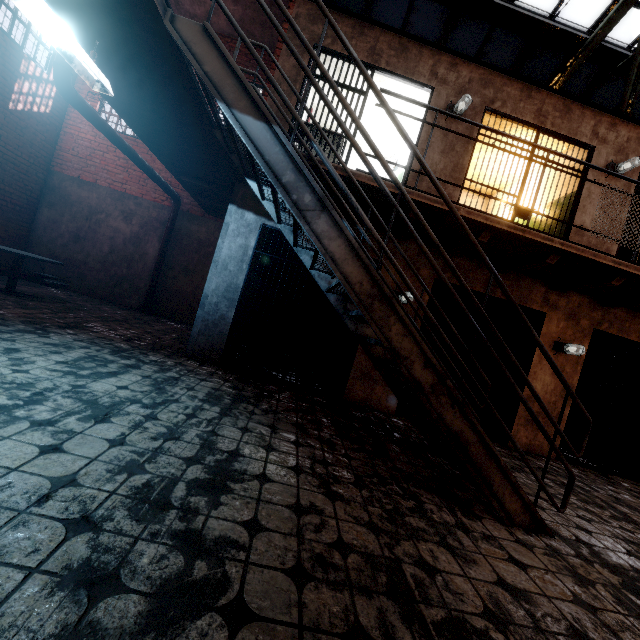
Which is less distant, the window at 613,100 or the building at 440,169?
the building at 440,169

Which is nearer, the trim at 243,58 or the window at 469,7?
the window at 469,7

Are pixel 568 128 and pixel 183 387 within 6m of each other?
A: no

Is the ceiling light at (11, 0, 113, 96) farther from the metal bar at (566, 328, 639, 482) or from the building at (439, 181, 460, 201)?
the metal bar at (566, 328, 639, 482)

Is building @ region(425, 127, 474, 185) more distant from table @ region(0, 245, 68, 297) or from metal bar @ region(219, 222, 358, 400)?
table @ region(0, 245, 68, 297)

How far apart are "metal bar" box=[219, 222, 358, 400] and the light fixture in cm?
329

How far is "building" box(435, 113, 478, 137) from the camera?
5.3 meters

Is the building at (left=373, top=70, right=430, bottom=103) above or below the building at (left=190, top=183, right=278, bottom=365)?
above
